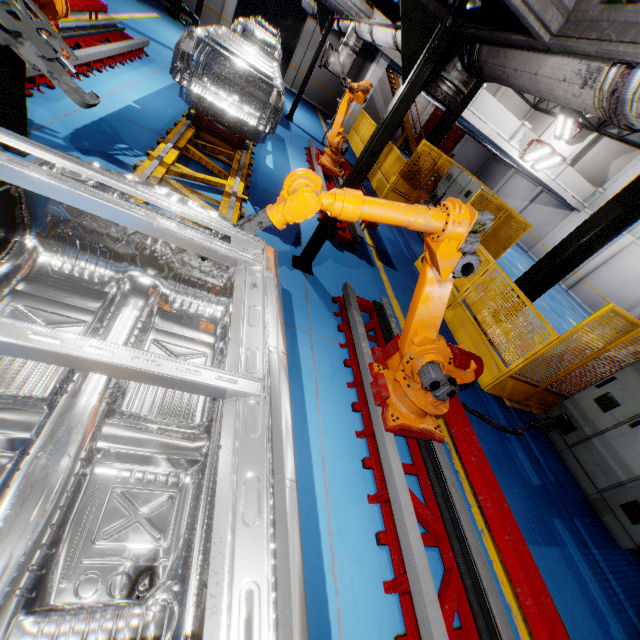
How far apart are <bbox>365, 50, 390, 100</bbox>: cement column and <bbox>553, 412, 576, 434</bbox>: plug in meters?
16.4 m

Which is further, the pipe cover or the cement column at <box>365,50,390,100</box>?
the cement column at <box>365,50,390,100</box>

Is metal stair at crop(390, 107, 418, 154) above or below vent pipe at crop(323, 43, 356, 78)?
below

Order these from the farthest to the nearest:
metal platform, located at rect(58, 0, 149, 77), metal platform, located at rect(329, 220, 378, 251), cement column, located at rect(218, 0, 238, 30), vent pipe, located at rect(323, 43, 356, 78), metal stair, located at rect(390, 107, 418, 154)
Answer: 1. metal stair, located at rect(390, 107, 418, 154)
2. cement column, located at rect(218, 0, 238, 30)
3. vent pipe, located at rect(323, 43, 356, 78)
4. metal platform, located at rect(329, 220, 378, 251)
5. metal platform, located at rect(58, 0, 149, 77)

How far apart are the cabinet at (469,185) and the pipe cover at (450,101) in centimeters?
574cm

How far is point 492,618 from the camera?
2.6 meters

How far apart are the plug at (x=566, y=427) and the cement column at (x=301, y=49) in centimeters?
2066cm

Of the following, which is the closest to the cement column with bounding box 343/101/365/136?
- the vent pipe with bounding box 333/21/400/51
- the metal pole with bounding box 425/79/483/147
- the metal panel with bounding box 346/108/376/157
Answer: the metal panel with bounding box 346/108/376/157
